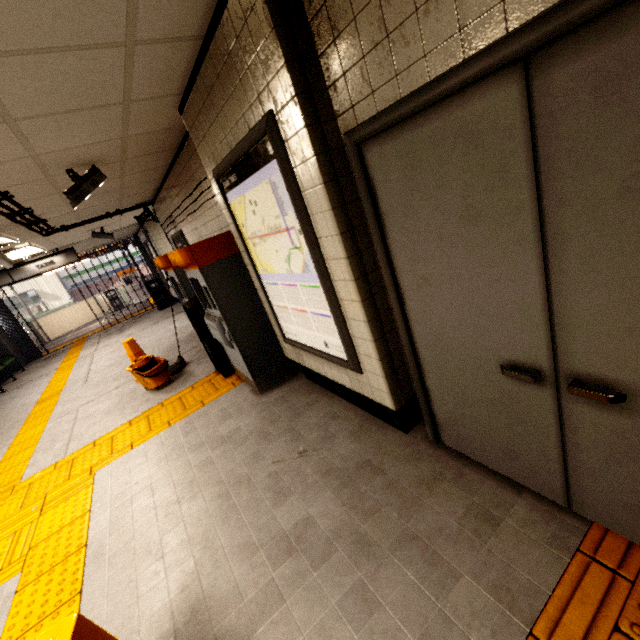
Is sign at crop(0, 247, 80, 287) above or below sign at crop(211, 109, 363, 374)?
above

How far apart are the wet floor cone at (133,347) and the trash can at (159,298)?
7.3m

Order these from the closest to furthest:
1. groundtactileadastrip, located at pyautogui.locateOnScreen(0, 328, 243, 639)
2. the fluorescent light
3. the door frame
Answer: the door frame
groundtactileadastrip, located at pyautogui.locateOnScreen(0, 328, 243, 639)
the fluorescent light

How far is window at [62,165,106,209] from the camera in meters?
3.4

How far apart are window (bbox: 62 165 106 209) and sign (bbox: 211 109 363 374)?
1.5 meters

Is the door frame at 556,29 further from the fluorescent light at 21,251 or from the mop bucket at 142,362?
the fluorescent light at 21,251

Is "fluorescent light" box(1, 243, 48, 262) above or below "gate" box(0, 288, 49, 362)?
above

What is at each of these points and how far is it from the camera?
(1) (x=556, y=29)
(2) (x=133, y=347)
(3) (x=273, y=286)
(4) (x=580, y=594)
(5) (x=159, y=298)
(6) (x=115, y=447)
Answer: (1) door frame, 0.9m
(2) wet floor cone, 5.6m
(3) sign, 3.0m
(4) groundtactileadastrip, 1.4m
(5) trash can, 12.6m
(6) groundtactileadastrip, 3.9m
